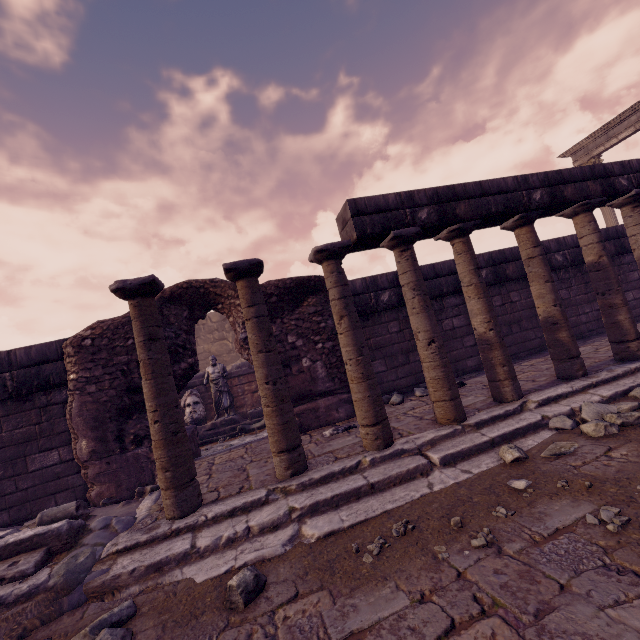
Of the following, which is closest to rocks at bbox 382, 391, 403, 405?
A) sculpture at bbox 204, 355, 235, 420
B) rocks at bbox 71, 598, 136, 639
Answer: rocks at bbox 71, 598, 136, 639

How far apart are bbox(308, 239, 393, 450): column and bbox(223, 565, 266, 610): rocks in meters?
1.8

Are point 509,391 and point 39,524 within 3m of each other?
no

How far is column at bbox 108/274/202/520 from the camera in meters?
3.3

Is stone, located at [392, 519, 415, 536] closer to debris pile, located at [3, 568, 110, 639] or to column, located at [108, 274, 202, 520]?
column, located at [108, 274, 202, 520]

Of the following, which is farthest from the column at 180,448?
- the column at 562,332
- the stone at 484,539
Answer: the column at 562,332

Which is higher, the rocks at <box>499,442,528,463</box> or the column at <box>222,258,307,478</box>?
the column at <box>222,258,307,478</box>

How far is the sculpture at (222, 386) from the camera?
9.8m
